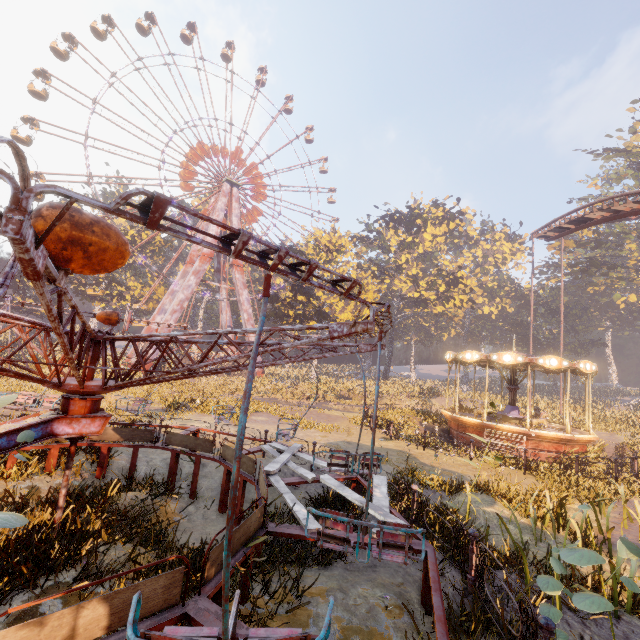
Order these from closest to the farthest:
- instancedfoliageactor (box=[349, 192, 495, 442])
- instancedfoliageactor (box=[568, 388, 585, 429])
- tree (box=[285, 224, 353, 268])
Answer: instancedfoliageactor (box=[568, 388, 585, 429]) < instancedfoliageactor (box=[349, 192, 495, 442]) < tree (box=[285, 224, 353, 268])

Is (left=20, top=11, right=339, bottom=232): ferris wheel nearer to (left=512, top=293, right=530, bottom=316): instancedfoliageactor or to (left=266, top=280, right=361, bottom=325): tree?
(left=266, top=280, right=361, bottom=325): tree

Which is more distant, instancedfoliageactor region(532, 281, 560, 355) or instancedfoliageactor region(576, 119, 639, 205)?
instancedfoliageactor region(532, 281, 560, 355)

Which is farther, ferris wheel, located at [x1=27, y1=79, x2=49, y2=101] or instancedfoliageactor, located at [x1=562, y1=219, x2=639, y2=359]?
instancedfoliageactor, located at [x1=562, y1=219, x2=639, y2=359]

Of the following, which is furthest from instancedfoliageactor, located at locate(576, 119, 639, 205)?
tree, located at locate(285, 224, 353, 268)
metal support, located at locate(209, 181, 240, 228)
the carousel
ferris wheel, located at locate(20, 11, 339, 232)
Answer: metal support, located at locate(209, 181, 240, 228)

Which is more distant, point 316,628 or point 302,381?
point 302,381

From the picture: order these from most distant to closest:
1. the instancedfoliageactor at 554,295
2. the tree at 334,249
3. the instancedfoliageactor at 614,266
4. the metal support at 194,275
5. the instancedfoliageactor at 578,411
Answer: the instancedfoliageactor at 554,295 < the instancedfoliageactor at 614,266 < the metal support at 194,275 < the tree at 334,249 < the instancedfoliageactor at 578,411

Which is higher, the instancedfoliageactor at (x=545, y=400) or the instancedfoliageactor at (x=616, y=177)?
the instancedfoliageactor at (x=616, y=177)
